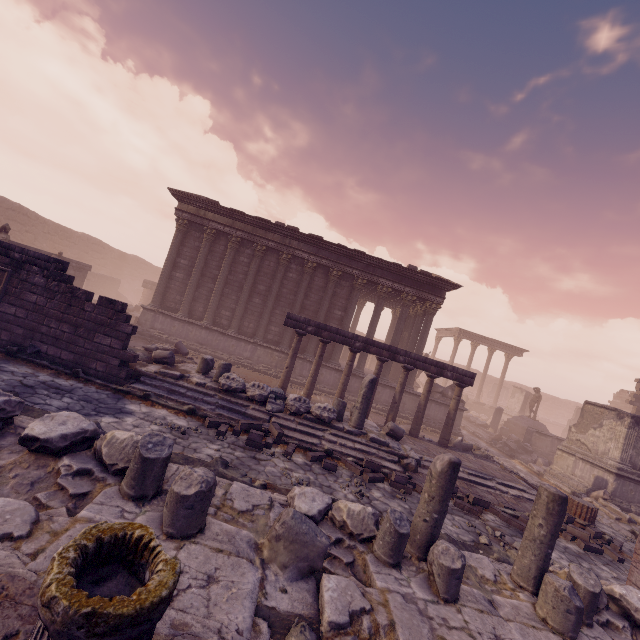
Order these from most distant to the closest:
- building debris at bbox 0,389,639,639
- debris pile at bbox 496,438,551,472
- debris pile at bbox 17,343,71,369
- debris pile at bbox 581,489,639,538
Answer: debris pile at bbox 496,438,551,472, debris pile at bbox 581,489,639,538, debris pile at bbox 17,343,71,369, building debris at bbox 0,389,639,639

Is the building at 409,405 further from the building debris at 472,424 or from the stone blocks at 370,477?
the stone blocks at 370,477

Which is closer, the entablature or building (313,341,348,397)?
the entablature

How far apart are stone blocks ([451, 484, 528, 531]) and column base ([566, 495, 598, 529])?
1.6m

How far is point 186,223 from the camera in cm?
1692

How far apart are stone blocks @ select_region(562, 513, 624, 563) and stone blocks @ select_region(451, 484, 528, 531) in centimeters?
113cm

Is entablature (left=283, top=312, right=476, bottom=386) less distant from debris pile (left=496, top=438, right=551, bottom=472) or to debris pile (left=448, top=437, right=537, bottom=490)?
debris pile (left=448, top=437, right=537, bottom=490)

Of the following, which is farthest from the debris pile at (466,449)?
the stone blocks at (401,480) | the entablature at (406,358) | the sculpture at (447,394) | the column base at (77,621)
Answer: the column base at (77,621)
